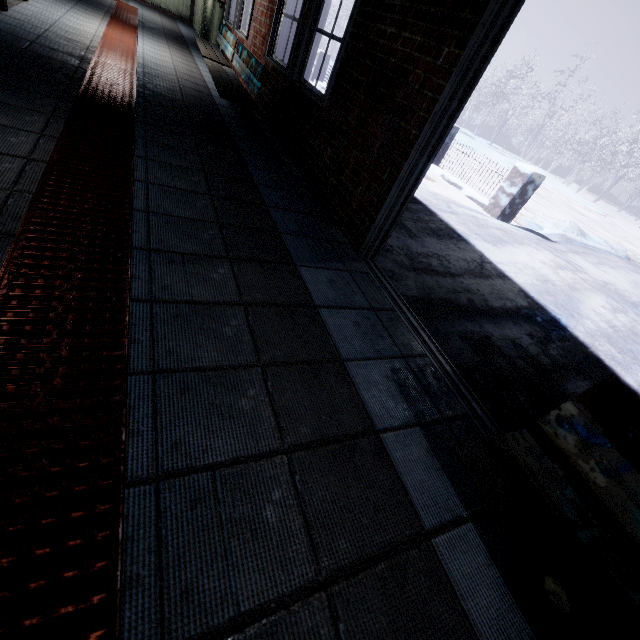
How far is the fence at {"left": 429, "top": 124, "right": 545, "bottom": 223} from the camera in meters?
5.6 m

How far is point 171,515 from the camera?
0.8 meters

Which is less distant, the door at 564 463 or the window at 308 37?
the door at 564 463

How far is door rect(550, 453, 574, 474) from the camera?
1.16m

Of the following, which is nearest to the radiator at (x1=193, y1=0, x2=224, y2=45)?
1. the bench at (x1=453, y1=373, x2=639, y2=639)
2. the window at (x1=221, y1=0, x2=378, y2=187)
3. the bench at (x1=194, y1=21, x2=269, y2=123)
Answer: the window at (x1=221, y1=0, x2=378, y2=187)

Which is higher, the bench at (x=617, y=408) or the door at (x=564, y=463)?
the bench at (x=617, y=408)

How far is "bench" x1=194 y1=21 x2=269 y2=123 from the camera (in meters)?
3.41

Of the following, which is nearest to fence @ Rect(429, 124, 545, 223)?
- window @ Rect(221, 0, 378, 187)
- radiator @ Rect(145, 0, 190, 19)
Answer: window @ Rect(221, 0, 378, 187)
